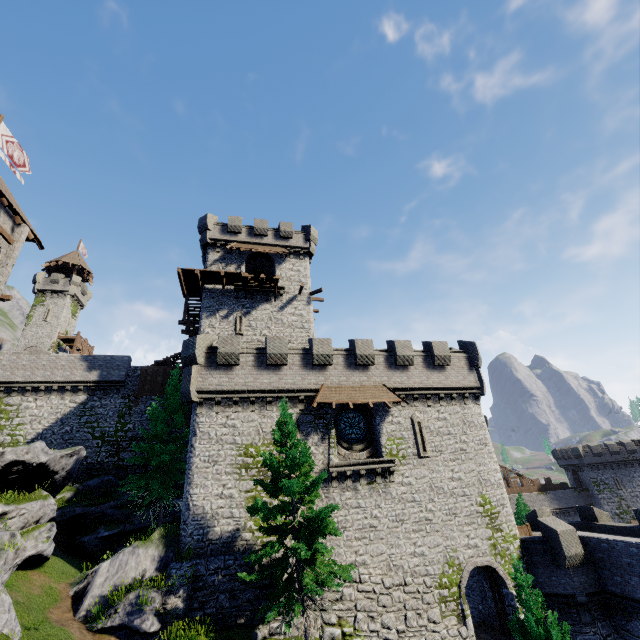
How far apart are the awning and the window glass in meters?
1.3 m

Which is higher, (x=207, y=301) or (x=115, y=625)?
(x=207, y=301)

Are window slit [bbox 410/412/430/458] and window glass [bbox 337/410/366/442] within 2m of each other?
no

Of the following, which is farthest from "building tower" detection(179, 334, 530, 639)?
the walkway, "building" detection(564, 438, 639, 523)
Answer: "building" detection(564, 438, 639, 523)

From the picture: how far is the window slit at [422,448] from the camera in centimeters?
2045cm

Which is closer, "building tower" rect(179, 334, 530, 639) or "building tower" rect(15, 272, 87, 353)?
"building tower" rect(179, 334, 530, 639)

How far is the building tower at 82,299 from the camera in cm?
5122

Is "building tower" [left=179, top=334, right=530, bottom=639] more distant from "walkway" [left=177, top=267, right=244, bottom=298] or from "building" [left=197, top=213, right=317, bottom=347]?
"walkway" [left=177, top=267, right=244, bottom=298]
